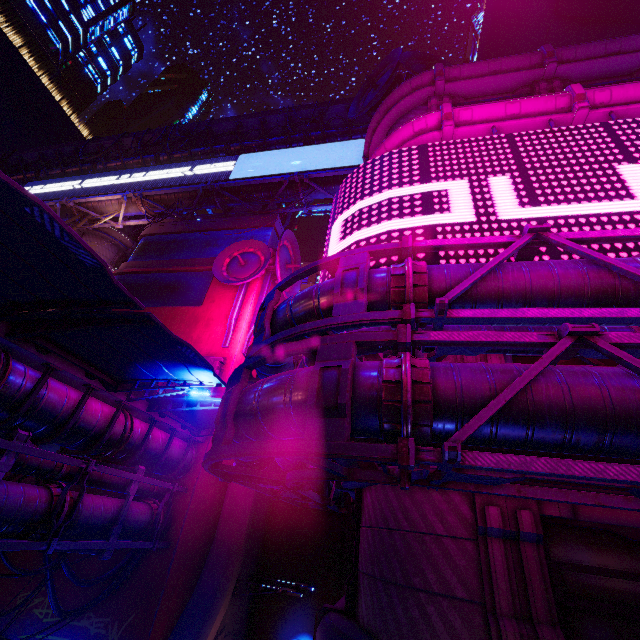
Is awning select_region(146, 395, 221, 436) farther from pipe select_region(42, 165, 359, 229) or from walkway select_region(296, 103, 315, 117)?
pipe select_region(42, 165, 359, 229)

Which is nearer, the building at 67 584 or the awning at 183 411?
the awning at 183 411

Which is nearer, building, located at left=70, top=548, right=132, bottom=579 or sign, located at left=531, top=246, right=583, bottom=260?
sign, located at left=531, top=246, right=583, bottom=260

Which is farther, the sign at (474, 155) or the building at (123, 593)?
the building at (123, 593)

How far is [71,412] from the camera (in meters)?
10.13

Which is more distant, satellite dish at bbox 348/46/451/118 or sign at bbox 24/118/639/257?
satellite dish at bbox 348/46/451/118

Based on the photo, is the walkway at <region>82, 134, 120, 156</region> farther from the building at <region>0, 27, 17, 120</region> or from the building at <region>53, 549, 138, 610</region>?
the building at <region>0, 27, 17, 120</region>

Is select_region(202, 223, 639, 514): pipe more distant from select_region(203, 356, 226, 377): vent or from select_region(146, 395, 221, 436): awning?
select_region(203, 356, 226, 377): vent
